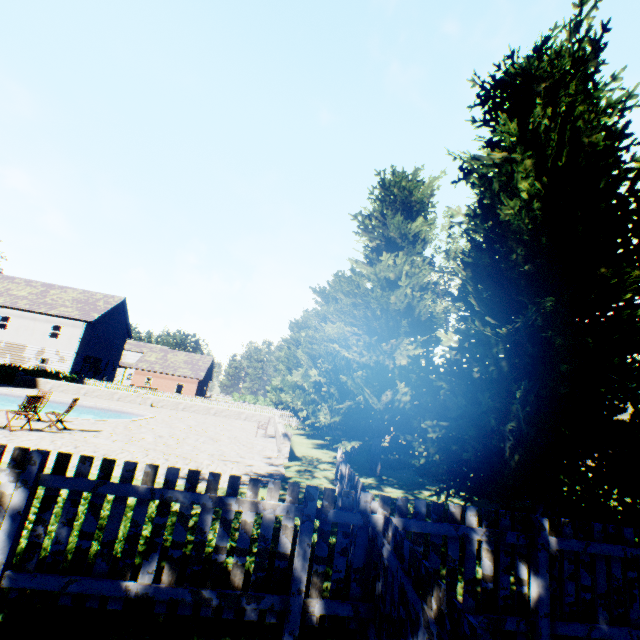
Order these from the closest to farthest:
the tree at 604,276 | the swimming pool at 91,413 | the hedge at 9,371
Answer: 1. the tree at 604,276
2. the swimming pool at 91,413
3. the hedge at 9,371

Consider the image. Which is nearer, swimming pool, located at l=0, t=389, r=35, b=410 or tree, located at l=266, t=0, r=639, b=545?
tree, located at l=266, t=0, r=639, b=545

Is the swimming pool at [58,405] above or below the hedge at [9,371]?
below

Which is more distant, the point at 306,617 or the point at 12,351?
the point at 12,351

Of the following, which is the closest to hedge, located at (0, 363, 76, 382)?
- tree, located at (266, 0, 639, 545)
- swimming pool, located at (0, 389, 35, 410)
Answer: swimming pool, located at (0, 389, 35, 410)

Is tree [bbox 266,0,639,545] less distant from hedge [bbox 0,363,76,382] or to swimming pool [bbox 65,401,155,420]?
swimming pool [bbox 65,401,155,420]

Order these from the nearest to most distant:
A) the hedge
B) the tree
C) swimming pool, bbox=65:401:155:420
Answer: the tree < swimming pool, bbox=65:401:155:420 < the hedge
